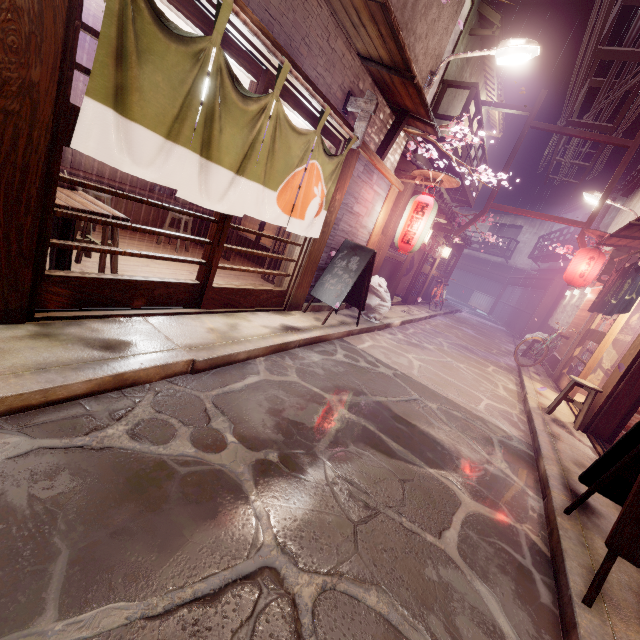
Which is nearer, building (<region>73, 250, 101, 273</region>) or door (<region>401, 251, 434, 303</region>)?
building (<region>73, 250, 101, 273</region>)

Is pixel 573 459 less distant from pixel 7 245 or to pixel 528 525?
pixel 528 525

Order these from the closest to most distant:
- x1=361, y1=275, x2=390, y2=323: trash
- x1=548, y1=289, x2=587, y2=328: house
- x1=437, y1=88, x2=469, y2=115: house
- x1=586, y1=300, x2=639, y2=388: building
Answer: x1=361, y1=275, x2=390, y2=323: trash
x1=586, y1=300, x2=639, y2=388: building
x1=437, y1=88, x2=469, y2=115: house
x1=548, y1=289, x2=587, y2=328: house

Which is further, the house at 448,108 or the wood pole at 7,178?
the house at 448,108

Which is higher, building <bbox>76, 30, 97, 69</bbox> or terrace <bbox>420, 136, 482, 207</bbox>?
terrace <bbox>420, 136, 482, 207</bbox>

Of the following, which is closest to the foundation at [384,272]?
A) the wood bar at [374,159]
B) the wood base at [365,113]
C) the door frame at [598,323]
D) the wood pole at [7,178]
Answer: the wood bar at [374,159]

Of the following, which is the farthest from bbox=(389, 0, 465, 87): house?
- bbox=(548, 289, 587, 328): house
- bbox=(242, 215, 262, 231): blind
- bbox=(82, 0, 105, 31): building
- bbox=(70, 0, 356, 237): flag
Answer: bbox=(548, 289, 587, 328): house

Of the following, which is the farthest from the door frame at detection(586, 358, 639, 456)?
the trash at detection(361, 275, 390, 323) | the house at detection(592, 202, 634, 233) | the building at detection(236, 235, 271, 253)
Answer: the house at detection(592, 202, 634, 233)
